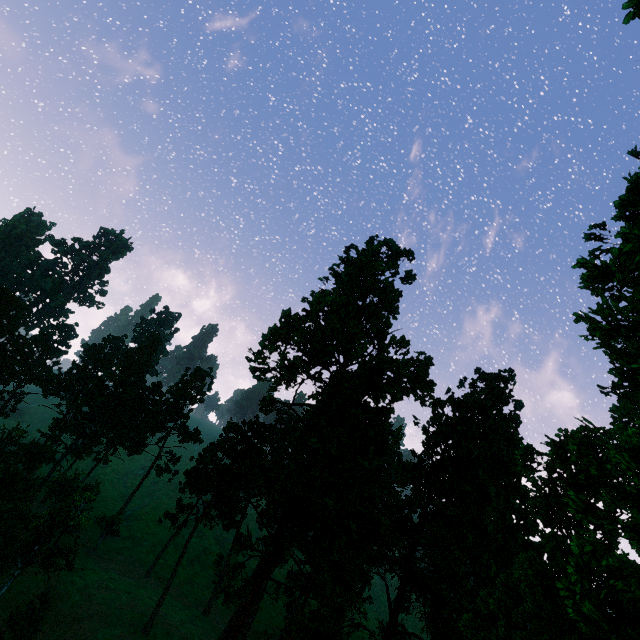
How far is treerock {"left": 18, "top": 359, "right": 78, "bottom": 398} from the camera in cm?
5708

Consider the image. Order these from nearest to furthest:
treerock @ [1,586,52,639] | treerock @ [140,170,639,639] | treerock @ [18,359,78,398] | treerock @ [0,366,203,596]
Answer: treerock @ [140,170,639,639]
treerock @ [1,586,52,639]
treerock @ [0,366,203,596]
treerock @ [18,359,78,398]

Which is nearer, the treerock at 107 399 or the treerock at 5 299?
the treerock at 107 399

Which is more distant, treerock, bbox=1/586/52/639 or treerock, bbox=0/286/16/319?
treerock, bbox=0/286/16/319

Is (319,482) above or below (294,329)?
below

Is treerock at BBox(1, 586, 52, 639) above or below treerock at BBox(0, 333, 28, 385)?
below
